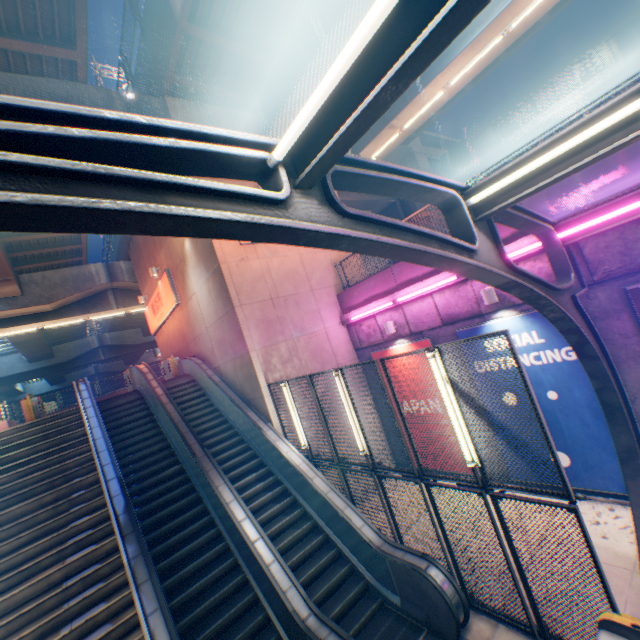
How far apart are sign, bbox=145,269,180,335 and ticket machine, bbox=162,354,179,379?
1.75m

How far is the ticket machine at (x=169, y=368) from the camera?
15.75m

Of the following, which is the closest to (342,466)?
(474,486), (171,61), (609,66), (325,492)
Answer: (325,492)

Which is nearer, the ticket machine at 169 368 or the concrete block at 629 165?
the concrete block at 629 165

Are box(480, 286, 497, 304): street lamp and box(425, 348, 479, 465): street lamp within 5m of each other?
yes

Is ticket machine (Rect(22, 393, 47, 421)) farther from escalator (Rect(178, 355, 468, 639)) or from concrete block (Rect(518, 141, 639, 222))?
concrete block (Rect(518, 141, 639, 222))

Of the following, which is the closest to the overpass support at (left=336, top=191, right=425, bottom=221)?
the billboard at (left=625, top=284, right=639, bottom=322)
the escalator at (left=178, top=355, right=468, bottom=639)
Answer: the escalator at (left=178, top=355, right=468, bottom=639)

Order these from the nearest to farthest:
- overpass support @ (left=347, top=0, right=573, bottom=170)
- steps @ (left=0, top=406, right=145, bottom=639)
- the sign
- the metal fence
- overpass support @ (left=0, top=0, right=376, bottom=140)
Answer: the metal fence → steps @ (left=0, top=406, right=145, bottom=639) → overpass support @ (left=0, top=0, right=376, bottom=140) → overpass support @ (left=347, top=0, right=573, bottom=170) → the sign
